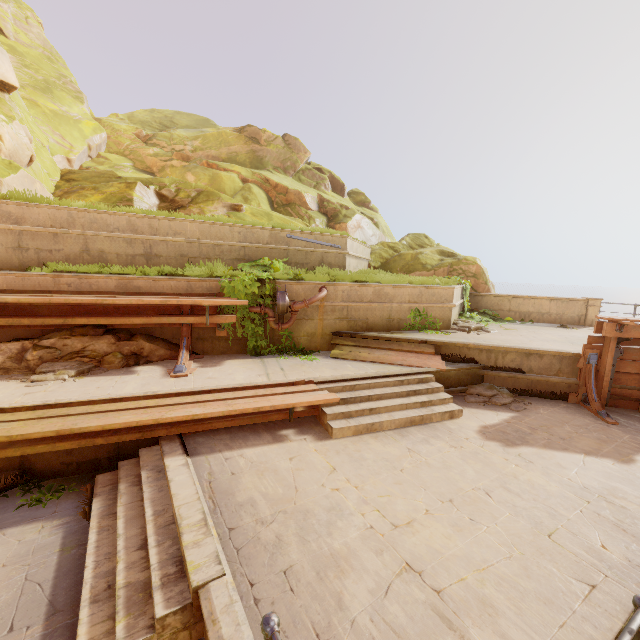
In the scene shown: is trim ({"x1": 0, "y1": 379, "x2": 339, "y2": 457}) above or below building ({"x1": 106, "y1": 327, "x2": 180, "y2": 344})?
below

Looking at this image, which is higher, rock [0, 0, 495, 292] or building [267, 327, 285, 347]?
rock [0, 0, 495, 292]

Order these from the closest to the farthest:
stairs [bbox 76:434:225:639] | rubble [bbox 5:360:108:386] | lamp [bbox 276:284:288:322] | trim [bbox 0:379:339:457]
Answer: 1. stairs [bbox 76:434:225:639]
2. trim [bbox 0:379:339:457]
3. rubble [bbox 5:360:108:386]
4. lamp [bbox 276:284:288:322]

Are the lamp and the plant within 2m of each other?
yes

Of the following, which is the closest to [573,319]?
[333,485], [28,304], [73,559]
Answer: [333,485]

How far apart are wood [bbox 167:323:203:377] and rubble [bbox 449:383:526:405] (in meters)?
6.04

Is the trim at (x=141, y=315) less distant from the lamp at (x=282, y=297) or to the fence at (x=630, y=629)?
the lamp at (x=282, y=297)

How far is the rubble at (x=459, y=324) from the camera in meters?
9.9 m
